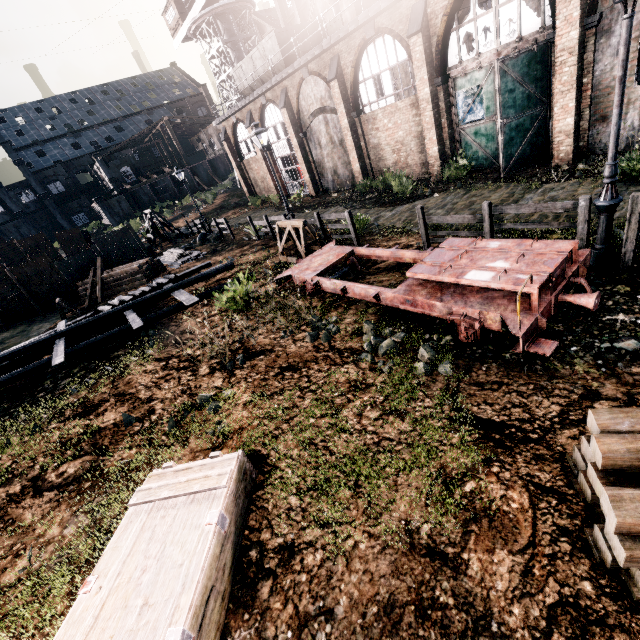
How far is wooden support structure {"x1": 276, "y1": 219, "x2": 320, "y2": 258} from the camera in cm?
1321

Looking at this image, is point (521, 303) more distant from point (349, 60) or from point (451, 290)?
point (349, 60)

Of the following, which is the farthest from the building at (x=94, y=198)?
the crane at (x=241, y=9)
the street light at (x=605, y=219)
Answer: the street light at (x=605, y=219)

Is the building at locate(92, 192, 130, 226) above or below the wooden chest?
above

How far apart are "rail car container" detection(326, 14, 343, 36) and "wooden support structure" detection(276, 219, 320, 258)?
22.44m

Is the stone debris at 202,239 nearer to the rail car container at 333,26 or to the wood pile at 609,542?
the rail car container at 333,26

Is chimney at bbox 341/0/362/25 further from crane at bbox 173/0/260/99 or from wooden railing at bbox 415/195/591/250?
crane at bbox 173/0/260/99

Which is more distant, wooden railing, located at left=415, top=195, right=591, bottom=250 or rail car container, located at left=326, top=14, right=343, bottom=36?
rail car container, located at left=326, top=14, right=343, bottom=36
